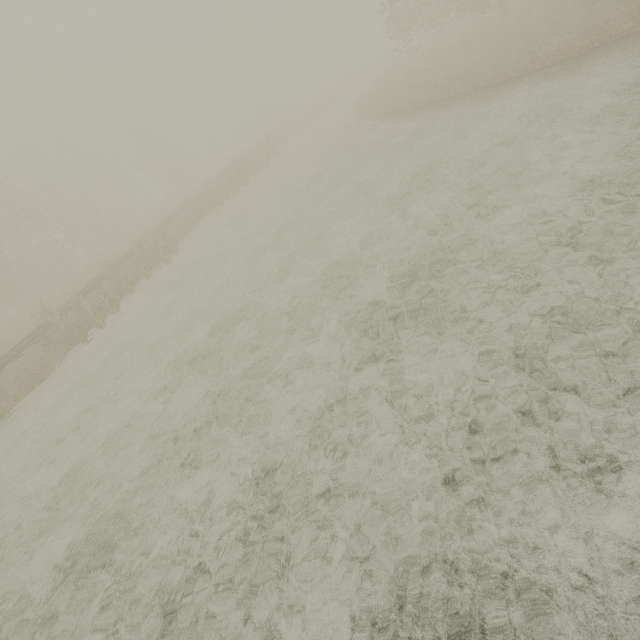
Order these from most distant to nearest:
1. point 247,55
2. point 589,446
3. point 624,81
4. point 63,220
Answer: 1. point 247,55
2. point 63,220
3. point 624,81
4. point 589,446

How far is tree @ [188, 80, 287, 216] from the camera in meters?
22.0 m

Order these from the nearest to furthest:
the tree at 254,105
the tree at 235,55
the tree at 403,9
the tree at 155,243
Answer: the tree at 403,9 → the tree at 155,243 → the tree at 254,105 → the tree at 235,55

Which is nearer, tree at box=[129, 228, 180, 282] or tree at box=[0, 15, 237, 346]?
tree at box=[129, 228, 180, 282]

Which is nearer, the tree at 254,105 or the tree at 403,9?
the tree at 403,9

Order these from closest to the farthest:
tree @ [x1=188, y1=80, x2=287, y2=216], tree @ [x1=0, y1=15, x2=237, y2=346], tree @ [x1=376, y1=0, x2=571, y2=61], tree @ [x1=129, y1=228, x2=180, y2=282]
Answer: tree @ [x1=376, y1=0, x2=571, y2=61] → tree @ [x1=129, y1=228, x2=180, y2=282] → tree @ [x1=188, y1=80, x2=287, y2=216] → tree @ [x1=0, y1=15, x2=237, y2=346]

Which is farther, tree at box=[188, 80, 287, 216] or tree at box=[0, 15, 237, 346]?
tree at box=[0, 15, 237, 346]
